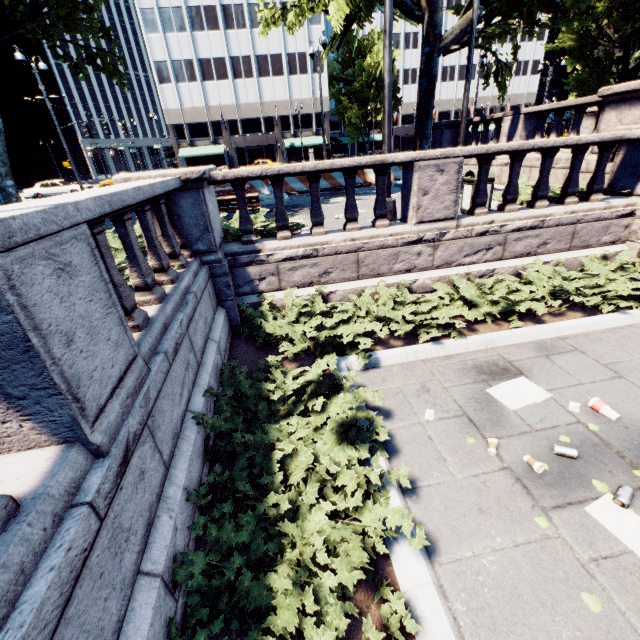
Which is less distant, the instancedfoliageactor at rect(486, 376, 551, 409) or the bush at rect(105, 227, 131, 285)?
the instancedfoliageactor at rect(486, 376, 551, 409)

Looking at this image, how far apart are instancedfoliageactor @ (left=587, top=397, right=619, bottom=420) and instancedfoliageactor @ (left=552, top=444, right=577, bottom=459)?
0.9m

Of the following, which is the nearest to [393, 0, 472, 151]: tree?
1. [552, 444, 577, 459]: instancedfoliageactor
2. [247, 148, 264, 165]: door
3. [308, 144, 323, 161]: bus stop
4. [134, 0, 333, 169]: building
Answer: [134, 0, 333, 169]: building

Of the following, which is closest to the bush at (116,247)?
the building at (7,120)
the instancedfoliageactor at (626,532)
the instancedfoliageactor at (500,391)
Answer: the instancedfoliageactor at (500,391)

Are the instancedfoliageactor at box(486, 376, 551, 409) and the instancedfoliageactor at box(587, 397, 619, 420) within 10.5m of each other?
yes

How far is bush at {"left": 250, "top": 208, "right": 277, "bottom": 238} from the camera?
6.8 meters

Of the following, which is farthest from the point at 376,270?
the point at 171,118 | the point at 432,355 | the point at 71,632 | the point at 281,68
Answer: the point at 171,118

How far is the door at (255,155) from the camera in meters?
51.4
